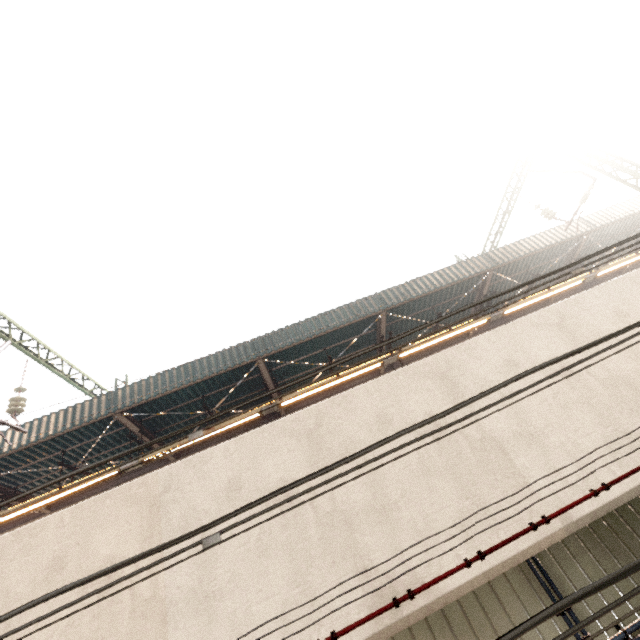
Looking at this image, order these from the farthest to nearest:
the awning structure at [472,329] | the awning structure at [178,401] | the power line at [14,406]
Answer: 1. the awning structure at [472,329]
2. the awning structure at [178,401]
3. the power line at [14,406]

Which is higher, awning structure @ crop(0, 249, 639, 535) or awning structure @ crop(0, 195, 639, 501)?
awning structure @ crop(0, 195, 639, 501)

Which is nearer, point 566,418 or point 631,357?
point 566,418

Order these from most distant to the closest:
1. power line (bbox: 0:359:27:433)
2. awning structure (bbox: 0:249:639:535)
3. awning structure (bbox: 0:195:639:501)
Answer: awning structure (bbox: 0:249:639:535) < awning structure (bbox: 0:195:639:501) < power line (bbox: 0:359:27:433)

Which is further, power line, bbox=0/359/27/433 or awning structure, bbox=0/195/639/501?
awning structure, bbox=0/195/639/501

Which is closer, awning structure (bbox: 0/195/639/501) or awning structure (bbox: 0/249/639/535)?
awning structure (bbox: 0/195/639/501)

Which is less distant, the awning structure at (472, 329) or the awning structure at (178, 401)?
the awning structure at (178, 401)
